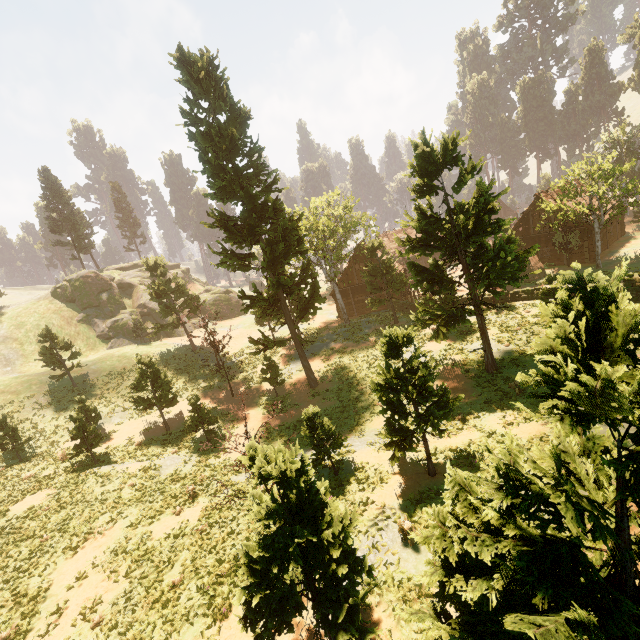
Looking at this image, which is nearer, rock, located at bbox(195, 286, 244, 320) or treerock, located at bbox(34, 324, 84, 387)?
treerock, located at bbox(34, 324, 84, 387)

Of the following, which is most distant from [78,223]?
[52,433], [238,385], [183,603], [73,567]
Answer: [183,603]

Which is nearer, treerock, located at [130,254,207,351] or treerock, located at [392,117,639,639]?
treerock, located at [392,117,639,639]

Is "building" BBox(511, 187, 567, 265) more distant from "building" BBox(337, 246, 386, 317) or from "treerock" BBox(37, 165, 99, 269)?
"building" BBox(337, 246, 386, 317)

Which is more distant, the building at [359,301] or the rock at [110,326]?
the rock at [110,326]

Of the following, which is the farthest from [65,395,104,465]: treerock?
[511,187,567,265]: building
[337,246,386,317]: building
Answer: [337,246,386,317]: building

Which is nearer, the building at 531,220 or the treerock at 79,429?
the treerock at 79,429

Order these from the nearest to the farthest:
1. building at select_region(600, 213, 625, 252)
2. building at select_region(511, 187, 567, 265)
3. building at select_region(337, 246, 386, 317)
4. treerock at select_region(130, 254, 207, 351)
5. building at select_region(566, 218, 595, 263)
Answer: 1. building at select_region(566, 218, 595, 263)
2. treerock at select_region(130, 254, 207, 351)
3. building at select_region(511, 187, 567, 265)
4. building at select_region(600, 213, 625, 252)
5. building at select_region(337, 246, 386, 317)
